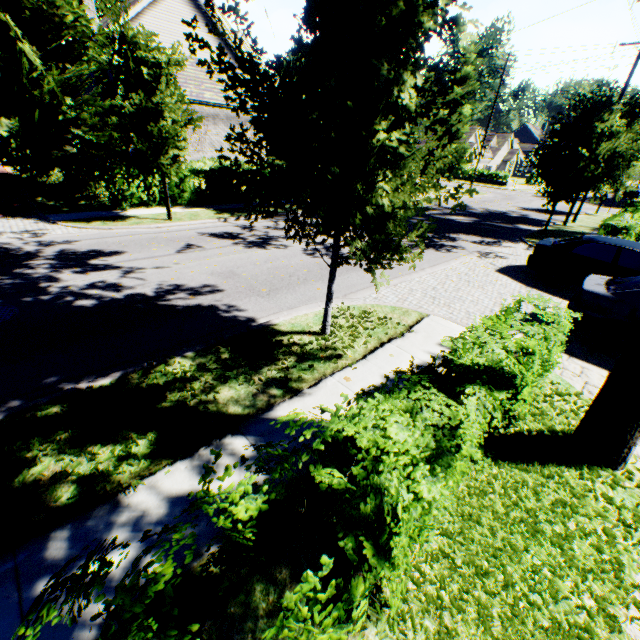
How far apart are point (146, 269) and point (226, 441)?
6.77m

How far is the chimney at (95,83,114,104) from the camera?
22.02m

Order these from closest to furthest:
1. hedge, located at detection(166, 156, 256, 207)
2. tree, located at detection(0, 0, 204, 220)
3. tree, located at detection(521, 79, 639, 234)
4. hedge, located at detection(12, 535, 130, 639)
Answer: hedge, located at detection(12, 535, 130, 639) < tree, located at detection(0, 0, 204, 220) < tree, located at detection(521, 79, 639, 234) < hedge, located at detection(166, 156, 256, 207)

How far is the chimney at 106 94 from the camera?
22.02m

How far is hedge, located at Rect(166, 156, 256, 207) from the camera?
15.65m

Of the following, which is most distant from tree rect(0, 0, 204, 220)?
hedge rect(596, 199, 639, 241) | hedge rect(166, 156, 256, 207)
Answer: hedge rect(166, 156, 256, 207)

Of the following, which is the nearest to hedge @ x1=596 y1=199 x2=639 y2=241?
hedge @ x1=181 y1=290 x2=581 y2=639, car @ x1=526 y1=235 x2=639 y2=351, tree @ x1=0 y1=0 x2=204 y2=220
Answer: tree @ x1=0 y1=0 x2=204 y2=220

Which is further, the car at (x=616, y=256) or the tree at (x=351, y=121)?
the car at (x=616, y=256)
